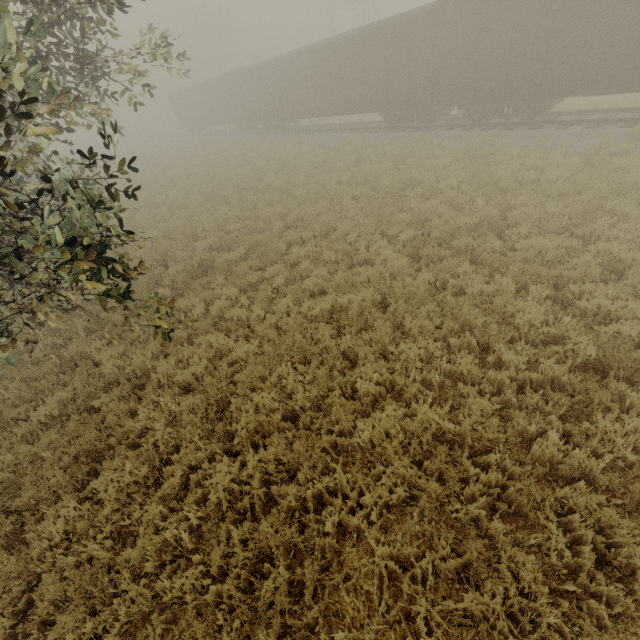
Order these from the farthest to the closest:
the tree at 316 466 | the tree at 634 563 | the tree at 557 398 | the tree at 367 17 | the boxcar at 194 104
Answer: the tree at 367 17, the boxcar at 194 104, the tree at 557 398, the tree at 316 466, the tree at 634 563

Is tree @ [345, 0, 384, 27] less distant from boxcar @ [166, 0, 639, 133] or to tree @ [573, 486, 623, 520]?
boxcar @ [166, 0, 639, 133]

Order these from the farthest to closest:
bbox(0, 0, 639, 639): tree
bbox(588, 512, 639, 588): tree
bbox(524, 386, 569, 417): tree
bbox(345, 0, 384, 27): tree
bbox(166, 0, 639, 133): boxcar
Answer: bbox(345, 0, 384, 27): tree → bbox(166, 0, 639, 133): boxcar → bbox(524, 386, 569, 417): tree → bbox(0, 0, 639, 639): tree → bbox(588, 512, 639, 588): tree

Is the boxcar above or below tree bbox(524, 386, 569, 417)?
above

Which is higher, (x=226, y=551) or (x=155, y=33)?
(x=155, y=33)

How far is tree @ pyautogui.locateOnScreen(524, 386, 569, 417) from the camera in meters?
4.4 m

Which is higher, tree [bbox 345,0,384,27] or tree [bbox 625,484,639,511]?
tree [bbox 345,0,384,27]

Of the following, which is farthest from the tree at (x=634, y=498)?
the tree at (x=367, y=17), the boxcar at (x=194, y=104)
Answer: the tree at (x=367, y=17)
